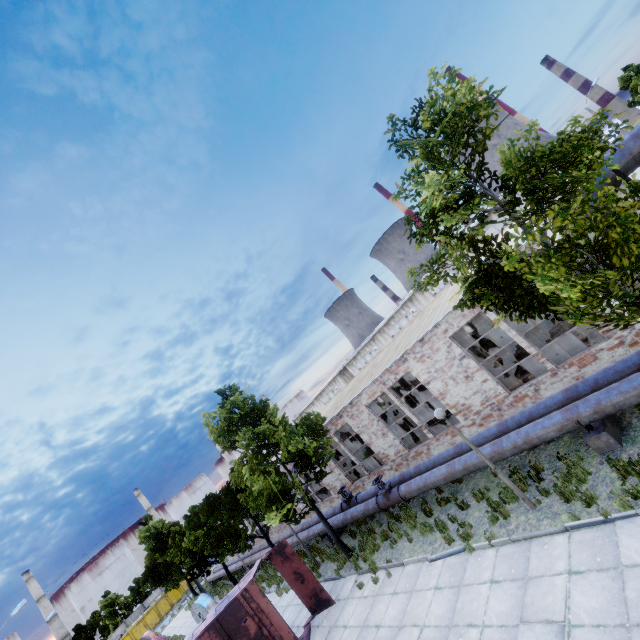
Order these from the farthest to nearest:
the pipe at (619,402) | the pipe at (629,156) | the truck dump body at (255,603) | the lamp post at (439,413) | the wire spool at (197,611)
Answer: the wire spool at (197,611) < the truck dump body at (255,603) < the lamp post at (439,413) < the pipe at (619,402) < the pipe at (629,156)

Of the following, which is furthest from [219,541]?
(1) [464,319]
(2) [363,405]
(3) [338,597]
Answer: (1) [464,319]

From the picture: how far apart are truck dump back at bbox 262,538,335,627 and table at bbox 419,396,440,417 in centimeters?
1285cm

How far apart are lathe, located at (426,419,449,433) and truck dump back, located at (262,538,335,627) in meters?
8.3

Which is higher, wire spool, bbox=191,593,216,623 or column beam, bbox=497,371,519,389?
wire spool, bbox=191,593,216,623

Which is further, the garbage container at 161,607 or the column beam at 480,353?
the garbage container at 161,607

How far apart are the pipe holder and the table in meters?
13.5 m

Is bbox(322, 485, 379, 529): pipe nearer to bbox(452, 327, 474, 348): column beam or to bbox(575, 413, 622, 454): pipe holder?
bbox(452, 327, 474, 348): column beam
